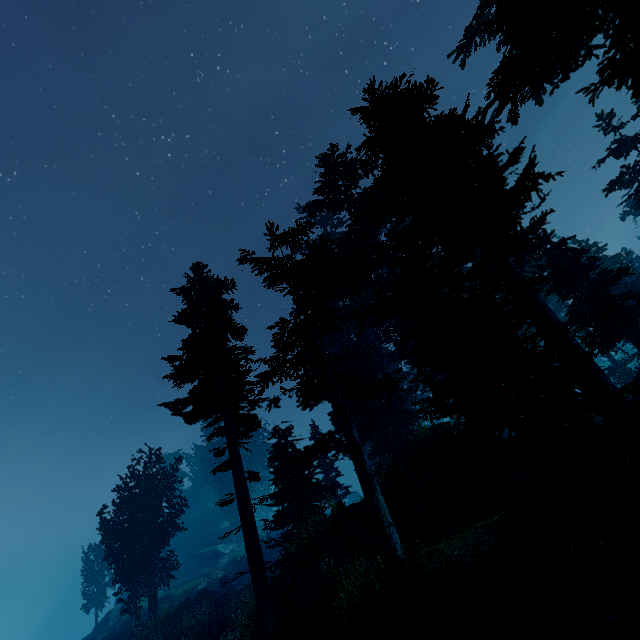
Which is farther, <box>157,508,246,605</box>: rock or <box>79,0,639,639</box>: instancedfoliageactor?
<box>157,508,246,605</box>: rock

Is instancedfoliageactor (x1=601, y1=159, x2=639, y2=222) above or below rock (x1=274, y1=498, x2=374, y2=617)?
above

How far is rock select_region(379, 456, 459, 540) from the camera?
13.09m

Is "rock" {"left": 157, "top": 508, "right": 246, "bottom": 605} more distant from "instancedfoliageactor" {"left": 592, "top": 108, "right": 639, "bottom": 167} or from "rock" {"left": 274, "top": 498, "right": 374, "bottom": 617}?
"rock" {"left": 274, "top": 498, "right": 374, "bottom": 617}

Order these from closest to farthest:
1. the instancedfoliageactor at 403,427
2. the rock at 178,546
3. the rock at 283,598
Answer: the instancedfoliageactor at 403,427 → the rock at 283,598 → the rock at 178,546

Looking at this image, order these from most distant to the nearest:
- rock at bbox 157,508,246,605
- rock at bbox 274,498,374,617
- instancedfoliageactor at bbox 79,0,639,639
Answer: rock at bbox 157,508,246,605 < rock at bbox 274,498,374,617 < instancedfoliageactor at bbox 79,0,639,639

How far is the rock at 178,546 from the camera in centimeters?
3497cm

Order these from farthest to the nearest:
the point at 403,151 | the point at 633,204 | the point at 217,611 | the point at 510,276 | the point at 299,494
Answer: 1. the point at 633,204
2. the point at 217,611
3. the point at 299,494
4. the point at 403,151
5. the point at 510,276
